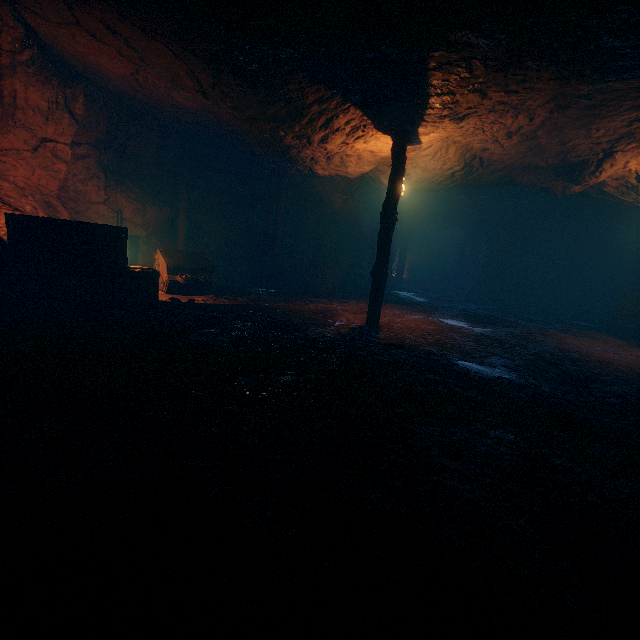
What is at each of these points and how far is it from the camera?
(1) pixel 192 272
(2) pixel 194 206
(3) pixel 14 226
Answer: (1) mining cart, 9.7 meters
(2) burlap sack, 12.8 meters
(3) wooden box, 6.5 meters

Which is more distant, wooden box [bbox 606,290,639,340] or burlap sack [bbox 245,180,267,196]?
burlap sack [bbox 245,180,267,196]

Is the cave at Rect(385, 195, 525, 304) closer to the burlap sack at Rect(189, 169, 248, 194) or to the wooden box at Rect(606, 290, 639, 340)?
the burlap sack at Rect(189, 169, 248, 194)

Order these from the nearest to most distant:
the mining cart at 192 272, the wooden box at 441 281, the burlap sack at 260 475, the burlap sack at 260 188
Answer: the burlap sack at 260 475 → the mining cart at 192 272 → the burlap sack at 260 188 → the wooden box at 441 281

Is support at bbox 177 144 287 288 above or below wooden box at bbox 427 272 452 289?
above

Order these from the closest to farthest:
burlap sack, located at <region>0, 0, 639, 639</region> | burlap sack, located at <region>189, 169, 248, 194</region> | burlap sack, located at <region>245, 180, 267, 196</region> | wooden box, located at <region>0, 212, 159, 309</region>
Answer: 1. burlap sack, located at <region>0, 0, 639, 639</region>
2. wooden box, located at <region>0, 212, 159, 309</region>
3. burlap sack, located at <region>189, 169, 248, 194</region>
4. burlap sack, located at <region>245, 180, 267, 196</region>

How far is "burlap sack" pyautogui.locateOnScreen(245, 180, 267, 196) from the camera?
12.93m

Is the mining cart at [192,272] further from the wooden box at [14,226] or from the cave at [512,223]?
the cave at [512,223]
